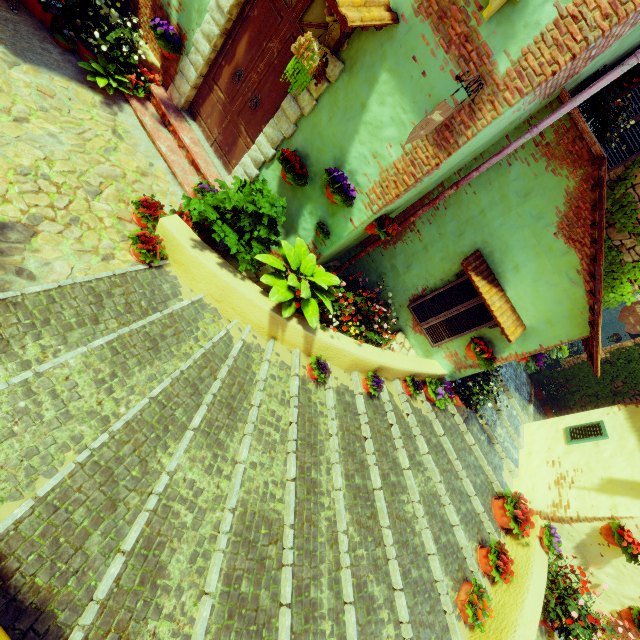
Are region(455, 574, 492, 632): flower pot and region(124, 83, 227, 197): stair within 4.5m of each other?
no

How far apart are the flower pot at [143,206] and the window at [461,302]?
4.2m

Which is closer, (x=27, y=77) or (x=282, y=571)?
(x=282, y=571)

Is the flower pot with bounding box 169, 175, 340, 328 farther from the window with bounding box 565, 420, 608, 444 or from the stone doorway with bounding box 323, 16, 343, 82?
the window with bounding box 565, 420, 608, 444

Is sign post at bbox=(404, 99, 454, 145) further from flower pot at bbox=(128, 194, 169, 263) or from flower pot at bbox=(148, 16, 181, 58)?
flower pot at bbox=(128, 194, 169, 263)

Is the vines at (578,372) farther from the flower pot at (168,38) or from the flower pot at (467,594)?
the flower pot at (168,38)

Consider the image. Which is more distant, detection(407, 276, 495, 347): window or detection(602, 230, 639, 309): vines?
detection(602, 230, 639, 309): vines

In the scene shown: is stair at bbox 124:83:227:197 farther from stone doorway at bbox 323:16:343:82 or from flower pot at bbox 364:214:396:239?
flower pot at bbox 364:214:396:239
